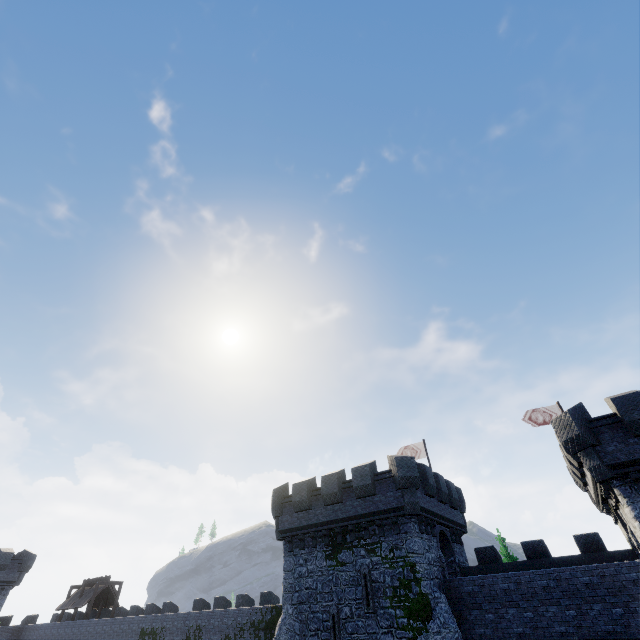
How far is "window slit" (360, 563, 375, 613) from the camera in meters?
17.6 m

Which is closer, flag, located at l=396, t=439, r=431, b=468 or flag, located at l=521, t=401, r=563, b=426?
flag, located at l=521, t=401, r=563, b=426

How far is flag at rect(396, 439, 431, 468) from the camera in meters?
28.9

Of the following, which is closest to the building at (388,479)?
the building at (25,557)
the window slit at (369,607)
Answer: the window slit at (369,607)

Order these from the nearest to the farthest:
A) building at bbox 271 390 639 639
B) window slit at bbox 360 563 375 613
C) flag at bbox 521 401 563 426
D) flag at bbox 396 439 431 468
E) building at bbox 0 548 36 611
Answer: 1. building at bbox 271 390 639 639
2. window slit at bbox 360 563 375 613
3. flag at bbox 521 401 563 426
4. flag at bbox 396 439 431 468
5. building at bbox 0 548 36 611

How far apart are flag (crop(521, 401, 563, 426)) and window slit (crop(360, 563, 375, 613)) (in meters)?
16.13

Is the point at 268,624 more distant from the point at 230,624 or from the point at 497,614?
the point at 497,614

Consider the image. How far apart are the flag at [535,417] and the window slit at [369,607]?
16.13m
